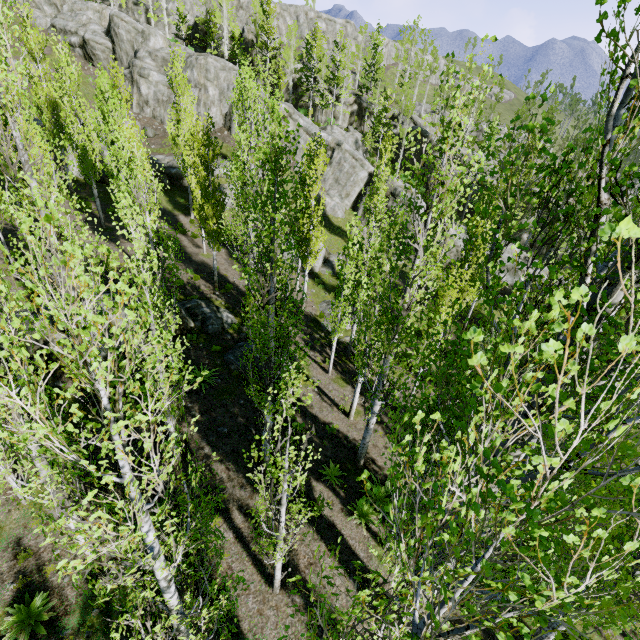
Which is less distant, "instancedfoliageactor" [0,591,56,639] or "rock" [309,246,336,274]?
"instancedfoliageactor" [0,591,56,639]

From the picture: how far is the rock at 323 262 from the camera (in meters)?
27.67

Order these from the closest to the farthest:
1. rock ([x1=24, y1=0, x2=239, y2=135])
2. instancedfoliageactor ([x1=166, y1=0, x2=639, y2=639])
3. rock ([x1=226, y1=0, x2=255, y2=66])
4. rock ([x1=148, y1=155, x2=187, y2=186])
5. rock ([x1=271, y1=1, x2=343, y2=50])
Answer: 1. instancedfoliageactor ([x1=166, y1=0, x2=639, y2=639])
2. rock ([x1=148, y1=155, x2=187, y2=186])
3. rock ([x1=24, y1=0, x2=239, y2=135])
4. rock ([x1=226, y1=0, x2=255, y2=66])
5. rock ([x1=271, y1=1, x2=343, y2=50])

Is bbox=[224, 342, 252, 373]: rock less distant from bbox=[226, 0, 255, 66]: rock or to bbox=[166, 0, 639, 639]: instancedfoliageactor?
bbox=[166, 0, 639, 639]: instancedfoliageactor

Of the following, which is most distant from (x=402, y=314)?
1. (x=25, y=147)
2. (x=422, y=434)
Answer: (x=25, y=147)

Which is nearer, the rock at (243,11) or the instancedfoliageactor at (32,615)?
the instancedfoliageactor at (32,615)

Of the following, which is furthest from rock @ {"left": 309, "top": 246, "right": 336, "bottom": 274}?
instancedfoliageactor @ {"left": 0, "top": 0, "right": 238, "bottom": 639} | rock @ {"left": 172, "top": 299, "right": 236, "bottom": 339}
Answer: rock @ {"left": 172, "top": 299, "right": 236, "bottom": 339}
